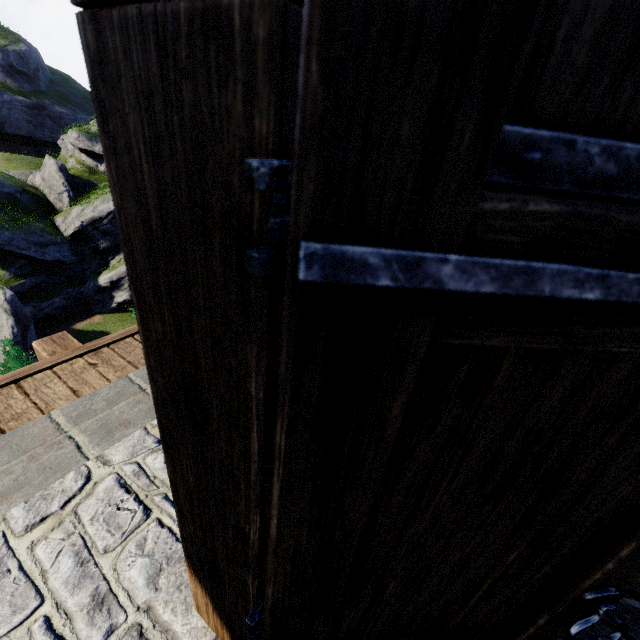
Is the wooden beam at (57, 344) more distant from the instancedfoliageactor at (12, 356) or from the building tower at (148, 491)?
the instancedfoliageactor at (12, 356)

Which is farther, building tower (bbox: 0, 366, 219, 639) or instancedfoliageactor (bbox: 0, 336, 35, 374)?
instancedfoliageactor (bbox: 0, 336, 35, 374)

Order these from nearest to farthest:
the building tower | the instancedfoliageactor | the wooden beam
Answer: the building tower, the wooden beam, the instancedfoliageactor

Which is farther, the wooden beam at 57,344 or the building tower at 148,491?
the wooden beam at 57,344

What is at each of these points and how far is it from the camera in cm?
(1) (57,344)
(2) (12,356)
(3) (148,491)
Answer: (1) wooden beam, 306
(2) instancedfoliageactor, 1574
(3) building tower, 185

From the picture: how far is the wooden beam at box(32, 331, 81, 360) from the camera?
3.0 meters

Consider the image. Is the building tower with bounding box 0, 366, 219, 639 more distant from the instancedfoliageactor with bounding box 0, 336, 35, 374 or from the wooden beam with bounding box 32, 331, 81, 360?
the instancedfoliageactor with bounding box 0, 336, 35, 374

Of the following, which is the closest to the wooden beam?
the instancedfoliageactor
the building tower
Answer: the building tower
